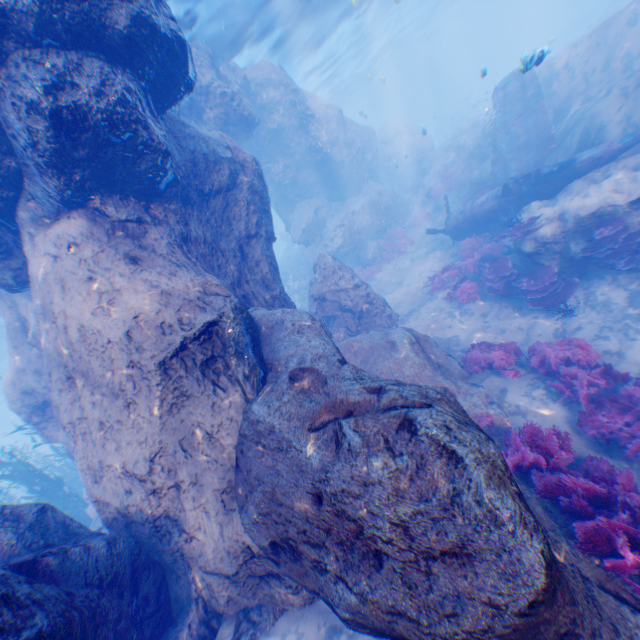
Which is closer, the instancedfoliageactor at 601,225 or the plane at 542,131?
the instancedfoliageactor at 601,225

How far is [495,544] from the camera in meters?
2.9

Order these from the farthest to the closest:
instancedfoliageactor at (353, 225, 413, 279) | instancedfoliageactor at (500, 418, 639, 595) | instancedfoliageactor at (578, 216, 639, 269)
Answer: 1. instancedfoliageactor at (353, 225, 413, 279)
2. instancedfoliageactor at (578, 216, 639, 269)
3. instancedfoliageactor at (500, 418, 639, 595)

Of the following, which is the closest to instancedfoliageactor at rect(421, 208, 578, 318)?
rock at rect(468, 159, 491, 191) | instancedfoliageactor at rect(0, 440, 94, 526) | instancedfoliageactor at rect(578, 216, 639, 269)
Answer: instancedfoliageactor at rect(578, 216, 639, 269)

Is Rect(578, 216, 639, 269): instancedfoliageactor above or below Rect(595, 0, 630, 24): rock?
below

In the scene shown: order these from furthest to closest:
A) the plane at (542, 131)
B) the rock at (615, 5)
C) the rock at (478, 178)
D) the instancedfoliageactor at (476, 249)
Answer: the rock at (615, 5) → the rock at (478, 178) → the plane at (542, 131) → the instancedfoliageactor at (476, 249)

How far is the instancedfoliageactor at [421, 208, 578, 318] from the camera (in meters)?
9.55

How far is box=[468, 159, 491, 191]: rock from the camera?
16.2m
